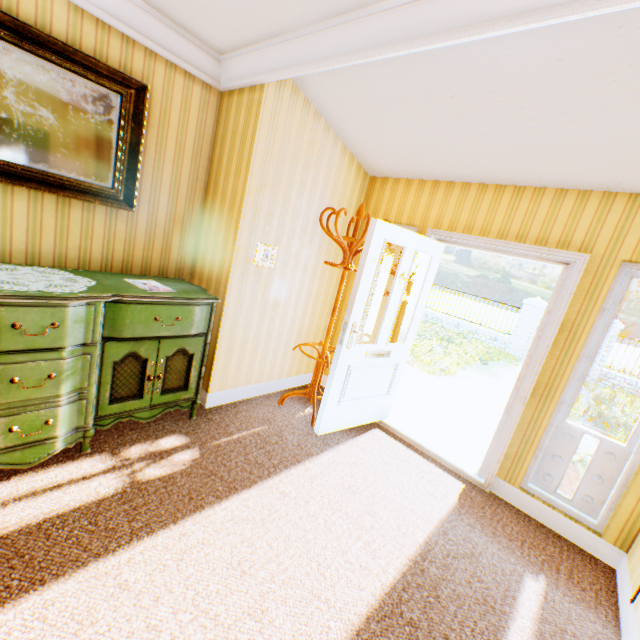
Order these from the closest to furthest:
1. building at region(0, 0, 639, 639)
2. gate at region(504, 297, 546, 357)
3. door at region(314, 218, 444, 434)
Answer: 1. building at region(0, 0, 639, 639)
2. door at region(314, 218, 444, 434)
3. gate at region(504, 297, 546, 357)

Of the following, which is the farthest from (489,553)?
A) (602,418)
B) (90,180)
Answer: (602,418)

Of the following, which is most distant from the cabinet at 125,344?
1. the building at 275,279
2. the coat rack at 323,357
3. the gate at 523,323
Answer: the gate at 523,323

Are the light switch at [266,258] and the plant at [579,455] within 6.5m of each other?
yes

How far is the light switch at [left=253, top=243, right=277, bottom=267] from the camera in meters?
3.1

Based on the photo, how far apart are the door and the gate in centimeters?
1219cm

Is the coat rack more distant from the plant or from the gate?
the gate

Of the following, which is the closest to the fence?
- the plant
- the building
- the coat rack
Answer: the building
